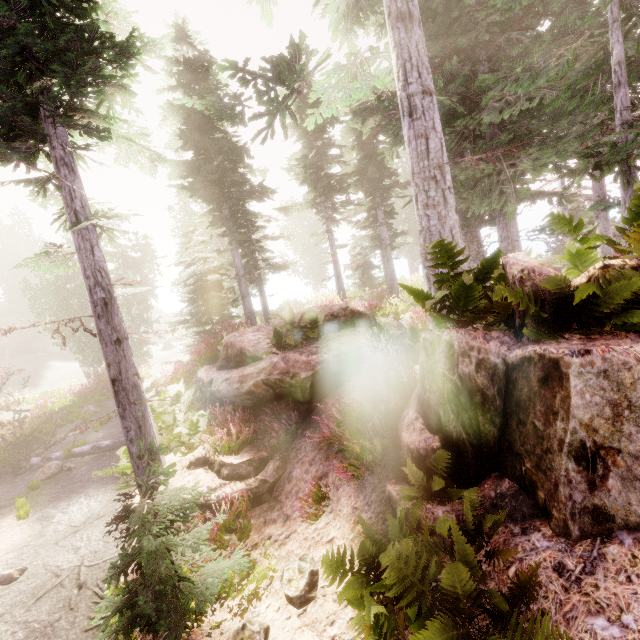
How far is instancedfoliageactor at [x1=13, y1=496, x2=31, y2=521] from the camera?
8.47m

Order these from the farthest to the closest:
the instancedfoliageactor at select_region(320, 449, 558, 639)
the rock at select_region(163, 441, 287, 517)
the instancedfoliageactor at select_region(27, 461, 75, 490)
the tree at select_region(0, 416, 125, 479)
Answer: the tree at select_region(0, 416, 125, 479) → the instancedfoliageactor at select_region(27, 461, 75, 490) → the rock at select_region(163, 441, 287, 517) → the instancedfoliageactor at select_region(320, 449, 558, 639)

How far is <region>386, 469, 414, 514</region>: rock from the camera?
4.4m

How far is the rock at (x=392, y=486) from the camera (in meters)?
4.44

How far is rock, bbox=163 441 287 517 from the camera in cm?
636

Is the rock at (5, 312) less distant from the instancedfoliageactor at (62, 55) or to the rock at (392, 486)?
the instancedfoliageactor at (62, 55)

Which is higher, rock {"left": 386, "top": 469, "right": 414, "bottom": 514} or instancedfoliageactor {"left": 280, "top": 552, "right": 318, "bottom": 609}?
rock {"left": 386, "top": 469, "right": 414, "bottom": 514}

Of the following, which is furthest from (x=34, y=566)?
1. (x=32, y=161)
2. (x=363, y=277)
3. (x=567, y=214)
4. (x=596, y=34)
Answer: (x=567, y=214)
